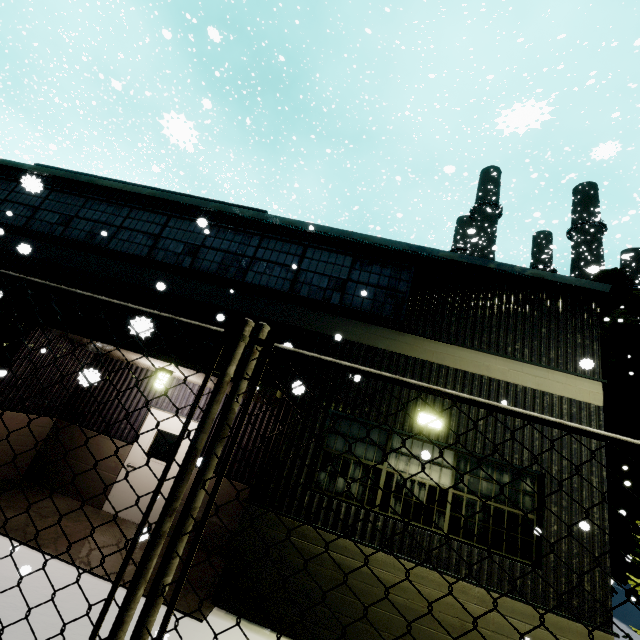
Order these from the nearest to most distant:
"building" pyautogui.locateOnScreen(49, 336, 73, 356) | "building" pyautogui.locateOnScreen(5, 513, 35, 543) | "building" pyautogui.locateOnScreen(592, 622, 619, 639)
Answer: "building" pyautogui.locateOnScreen(592, 622, 619, 639) → "building" pyautogui.locateOnScreen(5, 513, 35, 543) → "building" pyautogui.locateOnScreen(49, 336, 73, 356)

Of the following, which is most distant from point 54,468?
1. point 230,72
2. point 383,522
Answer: point 230,72

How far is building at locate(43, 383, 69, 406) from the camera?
8.09m

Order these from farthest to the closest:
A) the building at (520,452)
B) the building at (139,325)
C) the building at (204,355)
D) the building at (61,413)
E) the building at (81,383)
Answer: the building at (61,413)
the building at (204,355)
the building at (520,452)
the building at (139,325)
the building at (81,383)

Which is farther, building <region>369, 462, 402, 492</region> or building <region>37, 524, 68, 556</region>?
building <region>369, 462, 402, 492</region>

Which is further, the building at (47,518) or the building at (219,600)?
the building at (47,518)
